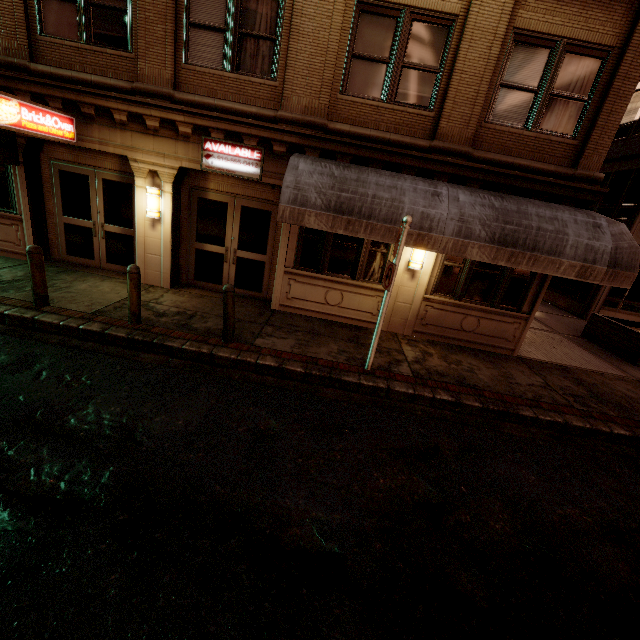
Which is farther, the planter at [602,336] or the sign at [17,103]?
the planter at [602,336]

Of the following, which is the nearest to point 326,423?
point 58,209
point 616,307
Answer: point 58,209

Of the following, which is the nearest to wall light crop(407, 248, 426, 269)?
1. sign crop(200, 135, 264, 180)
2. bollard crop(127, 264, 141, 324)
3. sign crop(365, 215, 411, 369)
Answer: sign crop(365, 215, 411, 369)

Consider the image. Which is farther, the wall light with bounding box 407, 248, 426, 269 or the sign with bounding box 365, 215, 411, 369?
the wall light with bounding box 407, 248, 426, 269

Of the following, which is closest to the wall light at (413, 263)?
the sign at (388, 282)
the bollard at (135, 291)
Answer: the sign at (388, 282)

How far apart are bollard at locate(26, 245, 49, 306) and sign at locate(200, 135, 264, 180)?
3.82m

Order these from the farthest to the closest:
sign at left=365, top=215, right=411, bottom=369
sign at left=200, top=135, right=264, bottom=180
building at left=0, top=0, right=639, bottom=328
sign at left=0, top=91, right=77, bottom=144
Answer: sign at left=200, top=135, right=264, bottom=180 → building at left=0, top=0, right=639, bottom=328 → sign at left=0, top=91, right=77, bottom=144 → sign at left=365, top=215, right=411, bottom=369

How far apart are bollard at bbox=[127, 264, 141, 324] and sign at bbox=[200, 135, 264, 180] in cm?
314
